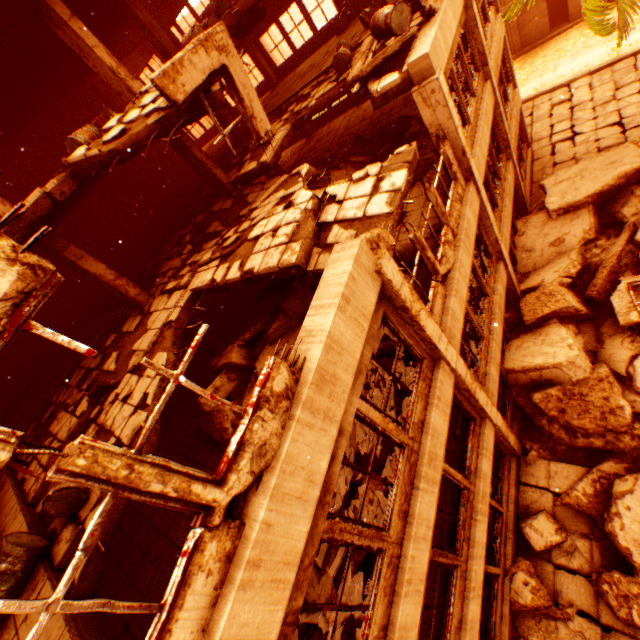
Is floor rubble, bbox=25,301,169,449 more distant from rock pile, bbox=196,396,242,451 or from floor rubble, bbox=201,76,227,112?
floor rubble, bbox=201,76,227,112

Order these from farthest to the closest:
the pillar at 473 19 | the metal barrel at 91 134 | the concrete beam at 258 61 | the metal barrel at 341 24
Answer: the concrete beam at 258 61
the metal barrel at 341 24
the pillar at 473 19
the metal barrel at 91 134

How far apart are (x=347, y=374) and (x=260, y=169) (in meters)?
8.71

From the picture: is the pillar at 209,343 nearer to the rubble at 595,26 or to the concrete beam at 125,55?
the concrete beam at 125,55

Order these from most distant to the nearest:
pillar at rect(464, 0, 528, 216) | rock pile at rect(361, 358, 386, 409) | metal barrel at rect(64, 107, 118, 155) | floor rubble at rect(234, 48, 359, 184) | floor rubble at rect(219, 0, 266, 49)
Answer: floor rubble at rect(234, 48, 359, 184)
pillar at rect(464, 0, 528, 216)
floor rubble at rect(219, 0, 266, 49)
metal barrel at rect(64, 107, 118, 155)
rock pile at rect(361, 358, 386, 409)

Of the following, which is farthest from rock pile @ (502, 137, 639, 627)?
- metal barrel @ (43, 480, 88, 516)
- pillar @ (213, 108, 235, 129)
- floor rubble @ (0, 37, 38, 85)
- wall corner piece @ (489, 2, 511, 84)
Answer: floor rubble @ (0, 37, 38, 85)

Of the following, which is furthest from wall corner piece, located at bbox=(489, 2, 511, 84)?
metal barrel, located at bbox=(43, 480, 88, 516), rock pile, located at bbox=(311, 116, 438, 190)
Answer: metal barrel, located at bbox=(43, 480, 88, 516)

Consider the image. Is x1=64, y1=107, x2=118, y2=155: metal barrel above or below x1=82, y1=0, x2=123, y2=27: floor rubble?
below
